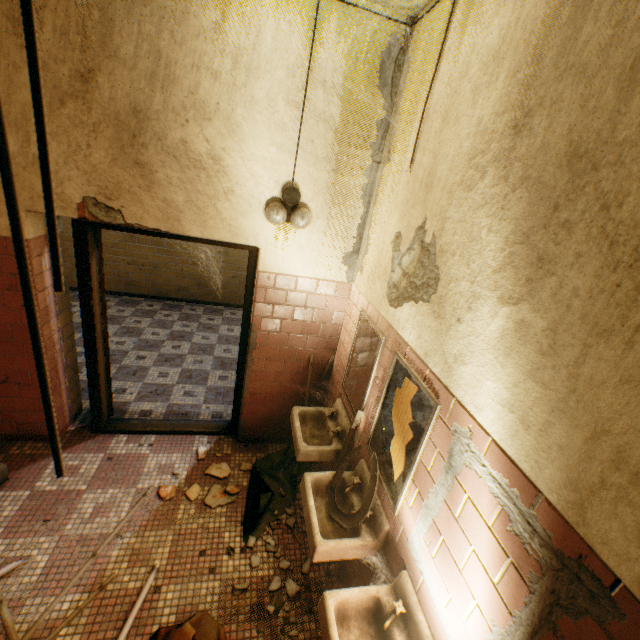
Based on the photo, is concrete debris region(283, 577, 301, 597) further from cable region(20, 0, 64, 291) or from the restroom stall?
cable region(20, 0, 64, 291)

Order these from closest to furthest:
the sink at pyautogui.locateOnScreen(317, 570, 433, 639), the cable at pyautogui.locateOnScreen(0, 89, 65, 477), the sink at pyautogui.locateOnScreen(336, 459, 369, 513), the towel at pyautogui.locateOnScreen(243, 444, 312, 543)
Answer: the cable at pyautogui.locateOnScreen(0, 89, 65, 477) < the sink at pyautogui.locateOnScreen(317, 570, 433, 639) < the sink at pyautogui.locateOnScreen(336, 459, 369, 513) < the towel at pyautogui.locateOnScreen(243, 444, 312, 543)

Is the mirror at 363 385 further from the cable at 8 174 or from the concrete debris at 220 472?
the cable at 8 174

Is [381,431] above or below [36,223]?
below

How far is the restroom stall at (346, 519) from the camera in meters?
2.0

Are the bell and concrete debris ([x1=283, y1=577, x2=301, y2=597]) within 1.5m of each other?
no

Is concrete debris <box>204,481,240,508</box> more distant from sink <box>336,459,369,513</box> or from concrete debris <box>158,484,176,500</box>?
sink <box>336,459,369,513</box>

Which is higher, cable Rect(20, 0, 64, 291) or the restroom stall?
cable Rect(20, 0, 64, 291)
